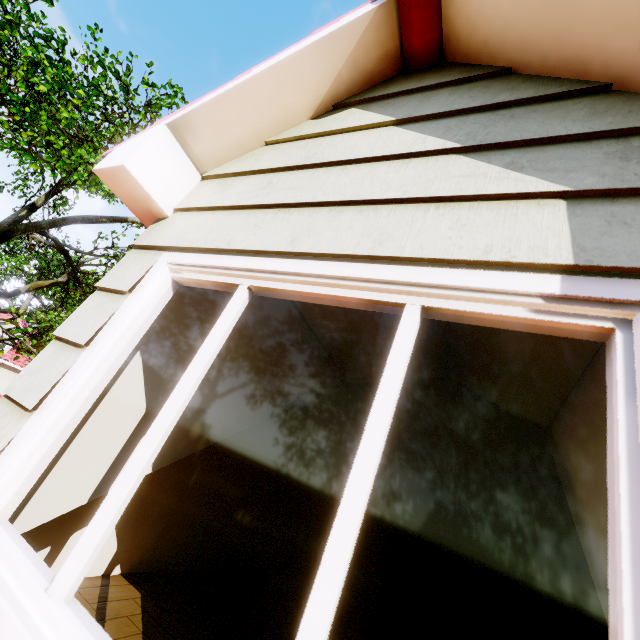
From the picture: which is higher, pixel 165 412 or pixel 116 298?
pixel 116 298
